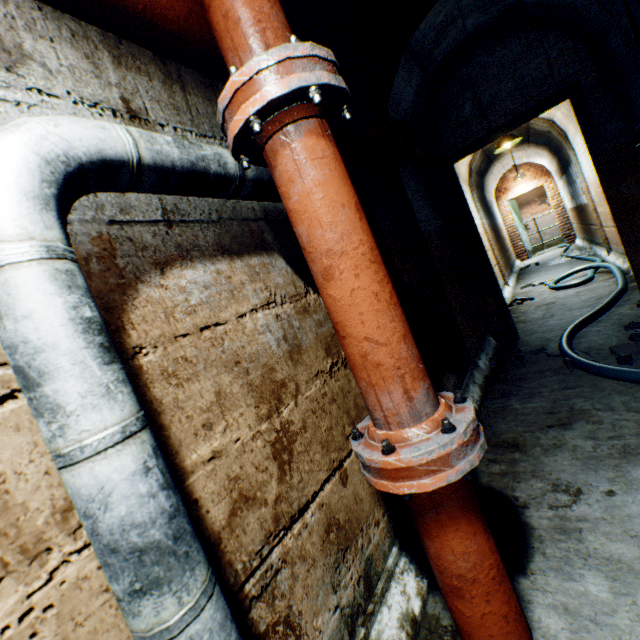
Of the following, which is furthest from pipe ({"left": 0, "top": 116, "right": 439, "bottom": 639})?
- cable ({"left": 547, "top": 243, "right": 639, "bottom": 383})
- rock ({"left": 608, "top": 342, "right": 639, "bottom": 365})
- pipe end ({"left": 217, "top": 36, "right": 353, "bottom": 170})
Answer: rock ({"left": 608, "top": 342, "right": 639, "bottom": 365})

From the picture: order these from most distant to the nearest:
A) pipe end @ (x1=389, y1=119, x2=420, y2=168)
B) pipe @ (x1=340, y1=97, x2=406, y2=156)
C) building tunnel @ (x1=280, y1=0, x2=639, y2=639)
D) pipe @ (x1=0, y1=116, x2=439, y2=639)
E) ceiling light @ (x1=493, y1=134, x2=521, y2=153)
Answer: ceiling light @ (x1=493, y1=134, x2=521, y2=153) → pipe end @ (x1=389, y1=119, x2=420, y2=168) → pipe @ (x1=340, y1=97, x2=406, y2=156) → building tunnel @ (x1=280, y1=0, x2=639, y2=639) → pipe @ (x1=0, y1=116, x2=439, y2=639)

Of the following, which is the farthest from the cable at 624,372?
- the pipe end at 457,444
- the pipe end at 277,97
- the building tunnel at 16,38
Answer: the pipe end at 277,97

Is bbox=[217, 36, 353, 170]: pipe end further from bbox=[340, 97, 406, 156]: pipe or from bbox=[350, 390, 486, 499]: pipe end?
bbox=[350, 390, 486, 499]: pipe end

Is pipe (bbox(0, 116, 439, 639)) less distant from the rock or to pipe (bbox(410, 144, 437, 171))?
pipe (bbox(410, 144, 437, 171))

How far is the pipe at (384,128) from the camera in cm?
199

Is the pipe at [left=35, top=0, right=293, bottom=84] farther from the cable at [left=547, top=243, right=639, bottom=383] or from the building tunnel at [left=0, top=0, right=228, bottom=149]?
the cable at [left=547, top=243, right=639, bottom=383]

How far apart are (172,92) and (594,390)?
2.8 meters
